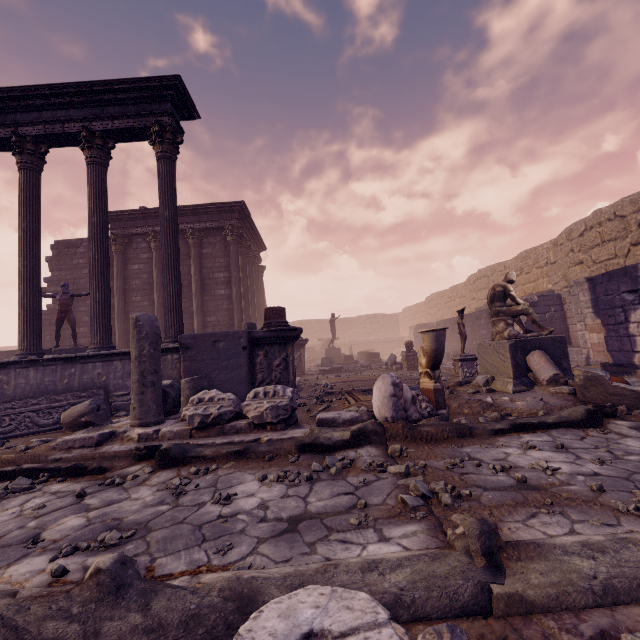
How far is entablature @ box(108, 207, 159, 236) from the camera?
14.22m

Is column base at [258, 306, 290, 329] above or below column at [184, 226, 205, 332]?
below

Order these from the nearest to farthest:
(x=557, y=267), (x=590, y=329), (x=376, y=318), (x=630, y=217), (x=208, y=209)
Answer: (x=590, y=329) → (x=630, y=217) → (x=557, y=267) → (x=208, y=209) → (x=376, y=318)

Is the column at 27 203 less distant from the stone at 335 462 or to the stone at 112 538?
the stone at 112 538

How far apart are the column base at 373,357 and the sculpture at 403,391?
12.62m

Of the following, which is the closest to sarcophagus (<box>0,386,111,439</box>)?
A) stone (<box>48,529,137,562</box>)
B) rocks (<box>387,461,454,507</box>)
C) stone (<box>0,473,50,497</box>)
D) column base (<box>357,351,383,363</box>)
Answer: stone (<box>0,473,50,497</box>)

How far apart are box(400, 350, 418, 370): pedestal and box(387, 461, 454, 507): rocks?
10.89m

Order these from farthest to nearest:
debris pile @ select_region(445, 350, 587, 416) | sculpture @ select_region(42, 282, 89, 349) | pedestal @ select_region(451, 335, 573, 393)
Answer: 1. sculpture @ select_region(42, 282, 89, 349)
2. pedestal @ select_region(451, 335, 573, 393)
3. debris pile @ select_region(445, 350, 587, 416)
